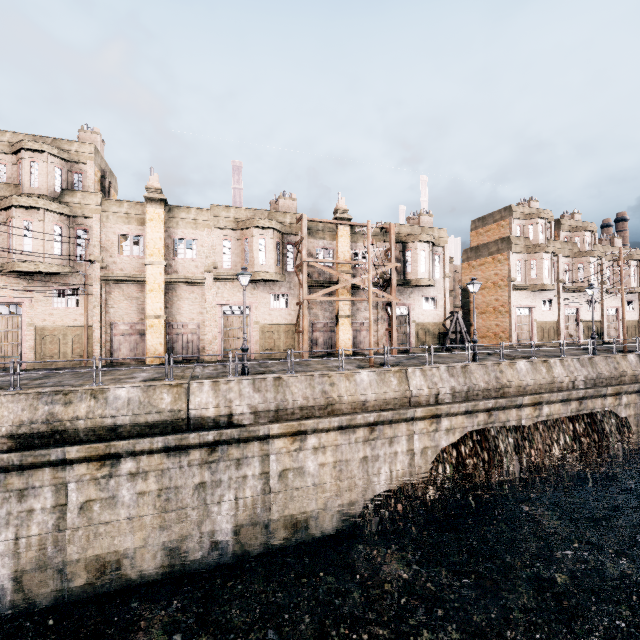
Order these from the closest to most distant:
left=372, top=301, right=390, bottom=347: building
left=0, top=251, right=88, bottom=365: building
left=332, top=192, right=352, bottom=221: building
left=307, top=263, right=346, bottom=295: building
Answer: left=0, top=251, right=88, bottom=365: building, left=307, top=263, right=346, bottom=295: building, left=332, top=192, right=352, bottom=221: building, left=372, top=301, right=390, bottom=347: building

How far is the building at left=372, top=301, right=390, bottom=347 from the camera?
30.4 meters

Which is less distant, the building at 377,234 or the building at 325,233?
the building at 325,233

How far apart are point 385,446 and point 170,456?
11.0m

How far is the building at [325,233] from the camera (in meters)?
28.50

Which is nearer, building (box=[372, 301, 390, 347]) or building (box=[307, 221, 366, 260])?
building (box=[307, 221, 366, 260])
